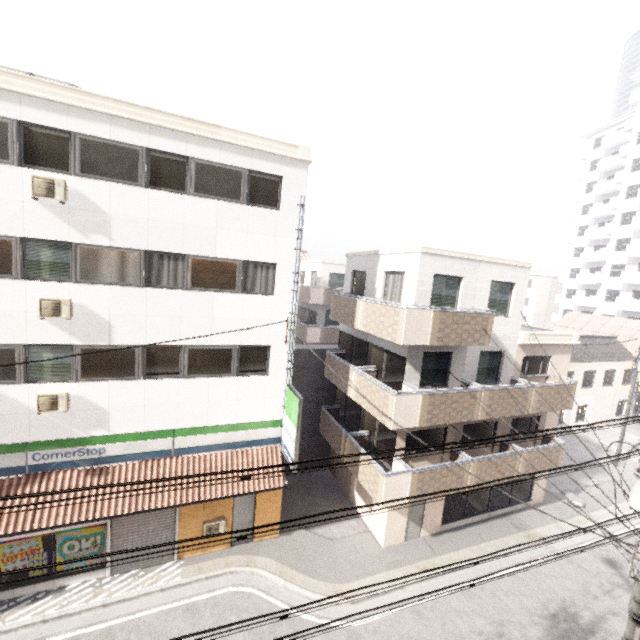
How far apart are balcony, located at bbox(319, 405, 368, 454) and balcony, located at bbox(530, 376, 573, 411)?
1.6m

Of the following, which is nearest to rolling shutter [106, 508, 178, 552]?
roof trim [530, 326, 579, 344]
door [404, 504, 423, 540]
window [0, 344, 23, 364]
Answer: window [0, 344, 23, 364]

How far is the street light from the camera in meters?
7.8 m

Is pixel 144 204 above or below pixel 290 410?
above

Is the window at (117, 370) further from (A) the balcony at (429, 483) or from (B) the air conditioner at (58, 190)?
(A) the balcony at (429, 483)

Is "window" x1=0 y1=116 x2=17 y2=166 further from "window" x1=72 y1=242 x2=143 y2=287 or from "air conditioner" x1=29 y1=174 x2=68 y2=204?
"window" x1=72 y1=242 x2=143 y2=287

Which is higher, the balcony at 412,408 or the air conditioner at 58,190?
the air conditioner at 58,190

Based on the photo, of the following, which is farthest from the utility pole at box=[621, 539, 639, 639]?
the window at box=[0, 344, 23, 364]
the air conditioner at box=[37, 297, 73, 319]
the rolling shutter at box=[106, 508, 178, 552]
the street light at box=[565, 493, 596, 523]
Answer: the window at box=[0, 344, 23, 364]
